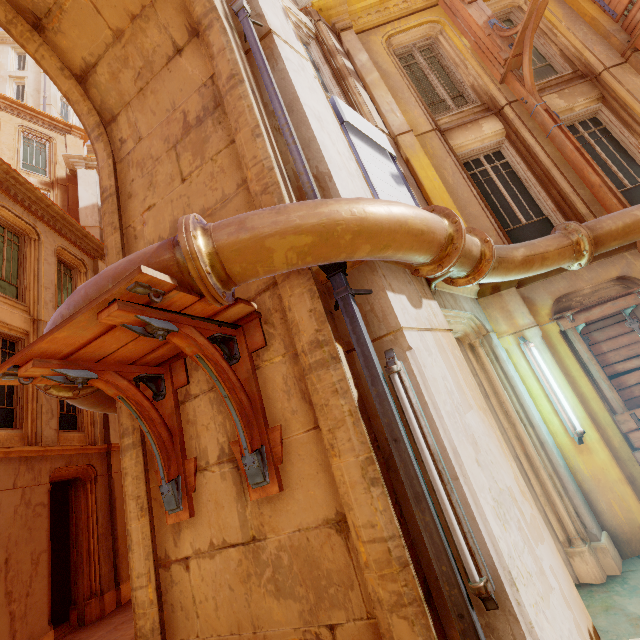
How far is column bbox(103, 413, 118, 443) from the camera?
11.1 meters

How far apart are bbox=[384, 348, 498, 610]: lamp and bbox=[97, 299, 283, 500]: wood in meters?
1.0 m

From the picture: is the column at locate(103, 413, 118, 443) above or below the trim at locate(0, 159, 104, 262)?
below

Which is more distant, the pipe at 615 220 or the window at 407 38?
the window at 407 38

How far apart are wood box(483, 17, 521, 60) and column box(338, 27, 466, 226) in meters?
2.2

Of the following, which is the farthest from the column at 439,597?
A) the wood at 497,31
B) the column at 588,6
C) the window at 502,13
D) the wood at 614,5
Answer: the column at 588,6

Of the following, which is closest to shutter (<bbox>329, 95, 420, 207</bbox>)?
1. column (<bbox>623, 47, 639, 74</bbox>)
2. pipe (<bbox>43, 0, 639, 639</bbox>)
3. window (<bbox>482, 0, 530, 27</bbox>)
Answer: pipe (<bbox>43, 0, 639, 639</bbox>)

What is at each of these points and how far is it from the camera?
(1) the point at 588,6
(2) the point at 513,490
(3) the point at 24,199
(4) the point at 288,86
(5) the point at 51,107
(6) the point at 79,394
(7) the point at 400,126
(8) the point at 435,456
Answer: (1) column, 7.44m
(2) column, 2.71m
(3) trim, 10.65m
(4) column, 4.19m
(5) column, 24.20m
(6) pipe, 3.33m
(7) column, 7.02m
(8) lamp, 2.34m
